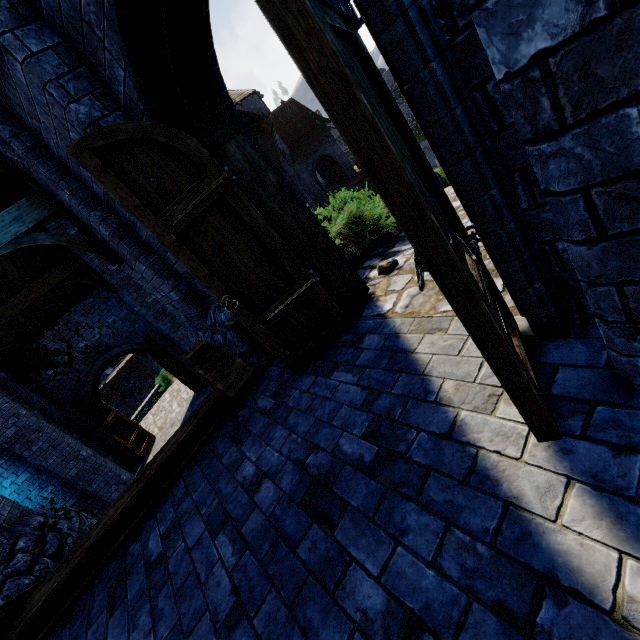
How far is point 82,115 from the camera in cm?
268

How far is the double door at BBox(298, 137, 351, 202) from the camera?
29.9m

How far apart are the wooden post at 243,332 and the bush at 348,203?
1.3m

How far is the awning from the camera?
28.61m

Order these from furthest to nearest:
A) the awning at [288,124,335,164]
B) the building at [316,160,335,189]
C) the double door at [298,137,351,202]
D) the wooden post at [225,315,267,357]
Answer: the building at [316,160,335,189] < the double door at [298,137,351,202] < the awning at [288,124,335,164] < the wooden post at [225,315,267,357]

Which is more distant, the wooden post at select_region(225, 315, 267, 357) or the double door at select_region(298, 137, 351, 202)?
the double door at select_region(298, 137, 351, 202)

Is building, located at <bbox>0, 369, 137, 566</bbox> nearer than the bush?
No

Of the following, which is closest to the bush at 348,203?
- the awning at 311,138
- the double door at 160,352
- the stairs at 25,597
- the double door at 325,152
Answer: the stairs at 25,597
